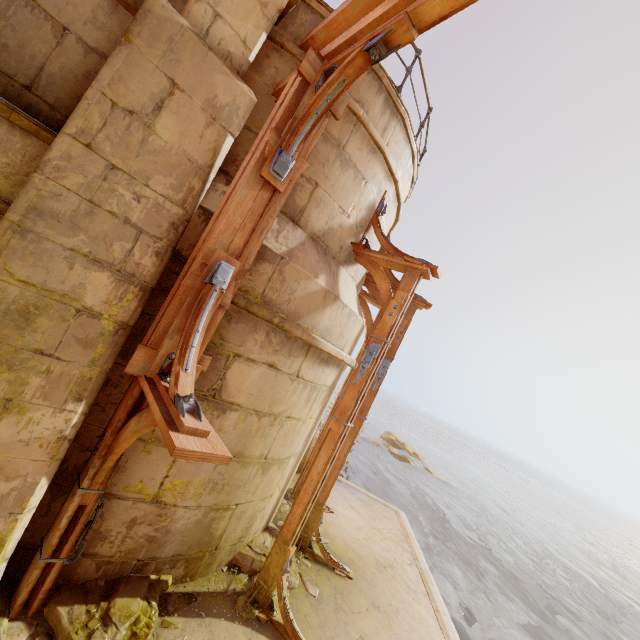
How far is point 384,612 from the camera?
5.09m

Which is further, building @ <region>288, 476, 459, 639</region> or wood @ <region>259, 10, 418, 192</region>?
building @ <region>288, 476, 459, 639</region>

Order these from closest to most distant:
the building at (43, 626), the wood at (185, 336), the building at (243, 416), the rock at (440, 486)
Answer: the wood at (185, 336), the building at (43, 626), the building at (243, 416), the rock at (440, 486)

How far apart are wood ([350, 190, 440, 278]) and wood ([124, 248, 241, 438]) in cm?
238

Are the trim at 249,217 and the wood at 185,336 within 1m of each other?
yes

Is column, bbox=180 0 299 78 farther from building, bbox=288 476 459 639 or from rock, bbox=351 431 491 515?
rock, bbox=351 431 491 515

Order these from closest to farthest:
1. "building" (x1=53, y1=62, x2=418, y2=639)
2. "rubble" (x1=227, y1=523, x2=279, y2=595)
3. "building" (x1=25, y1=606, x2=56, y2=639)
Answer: "building" (x1=25, y1=606, x2=56, y2=639) → "building" (x1=53, y1=62, x2=418, y2=639) → "rubble" (x1=227, y1=523, x2=279, y2=595)

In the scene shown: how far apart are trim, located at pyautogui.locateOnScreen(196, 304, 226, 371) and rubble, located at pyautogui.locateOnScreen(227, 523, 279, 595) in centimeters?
325cm
